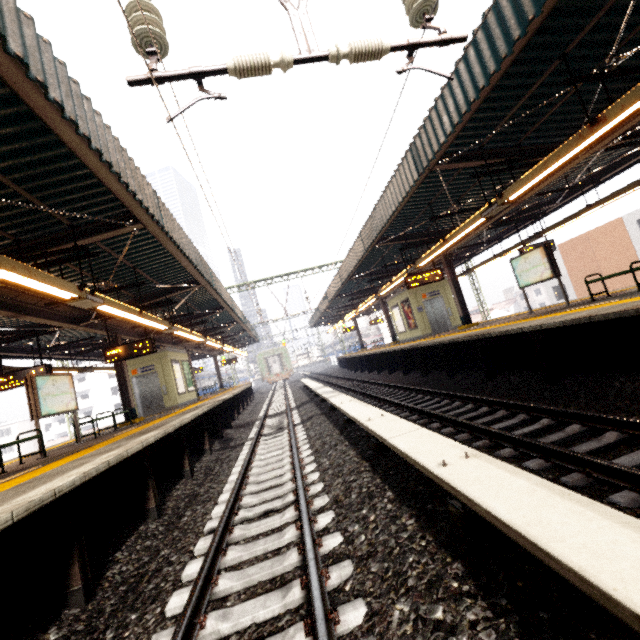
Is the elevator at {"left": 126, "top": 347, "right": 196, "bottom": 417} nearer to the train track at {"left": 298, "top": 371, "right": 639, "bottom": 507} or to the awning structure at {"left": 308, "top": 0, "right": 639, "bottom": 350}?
the train track at {"left": 298, "top": 371, "right": 639, "bottom": 507}

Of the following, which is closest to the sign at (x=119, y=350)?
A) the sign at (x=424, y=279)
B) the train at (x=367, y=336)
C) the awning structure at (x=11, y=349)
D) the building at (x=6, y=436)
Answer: the awning structure at (x=11, y=349)

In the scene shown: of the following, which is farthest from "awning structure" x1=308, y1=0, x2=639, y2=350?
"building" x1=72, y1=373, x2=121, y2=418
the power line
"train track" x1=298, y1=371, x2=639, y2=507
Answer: "building" x1=72, y1=373, x2=121, y2=418

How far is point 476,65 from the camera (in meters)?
5.14

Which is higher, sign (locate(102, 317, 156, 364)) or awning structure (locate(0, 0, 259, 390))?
awning structure (locate(0, 0, 259, 390))

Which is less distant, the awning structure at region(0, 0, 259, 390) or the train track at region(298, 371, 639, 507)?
the train track at region(298, 371, 639, 507)

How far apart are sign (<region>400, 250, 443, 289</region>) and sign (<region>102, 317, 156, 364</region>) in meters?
9.3 m

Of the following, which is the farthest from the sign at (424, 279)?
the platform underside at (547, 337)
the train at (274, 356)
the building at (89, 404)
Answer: the building at (89, 404)
